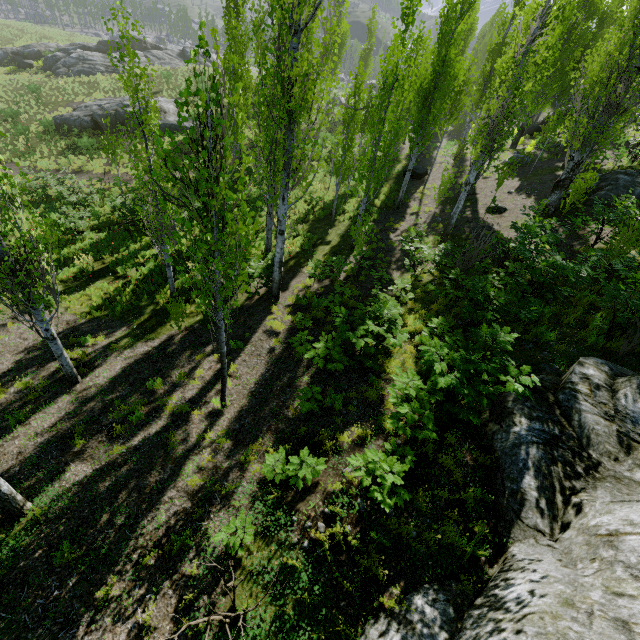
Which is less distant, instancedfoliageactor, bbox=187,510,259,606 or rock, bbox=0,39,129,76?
instancedfoliageactor, bbox=187,510,259,606

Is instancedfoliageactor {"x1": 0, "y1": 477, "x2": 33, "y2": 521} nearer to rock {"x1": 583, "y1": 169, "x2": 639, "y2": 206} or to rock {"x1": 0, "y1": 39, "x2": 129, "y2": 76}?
rock {"x1": 583, "y1": 169, "x2": 639, "y2": 206}

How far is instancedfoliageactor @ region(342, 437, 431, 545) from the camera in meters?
4.6 m

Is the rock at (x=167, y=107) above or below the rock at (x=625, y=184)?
below

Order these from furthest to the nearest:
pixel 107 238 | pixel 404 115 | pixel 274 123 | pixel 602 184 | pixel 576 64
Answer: pixel 404 115 → pixel 107 238 → pixel 602 184 → pixel 576 64 → pixel 274 123

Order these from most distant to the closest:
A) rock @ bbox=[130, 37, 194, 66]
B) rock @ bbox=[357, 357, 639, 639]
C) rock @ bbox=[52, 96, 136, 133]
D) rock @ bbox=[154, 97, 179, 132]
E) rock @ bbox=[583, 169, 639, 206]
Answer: rock @ bbox=[130, 37, 194, 66] → rock @ bbox=[154, 97, 179, 132] → rock @ bbox=[52, 96, 136, 133] → rock @ bbox=[583, 169, 639, 206] → rock @ bbox=[357, 357, 639, 639]

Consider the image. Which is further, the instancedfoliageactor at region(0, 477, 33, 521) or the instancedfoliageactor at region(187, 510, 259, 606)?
the instancedfoliageactor at region(0, 477, 33, 521)

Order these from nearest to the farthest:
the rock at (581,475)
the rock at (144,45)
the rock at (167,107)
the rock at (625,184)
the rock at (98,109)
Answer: the rock at (581,475), the rock at (625,184), the rock at (98,109), the rock at (167,107), the rock at (144,45)
